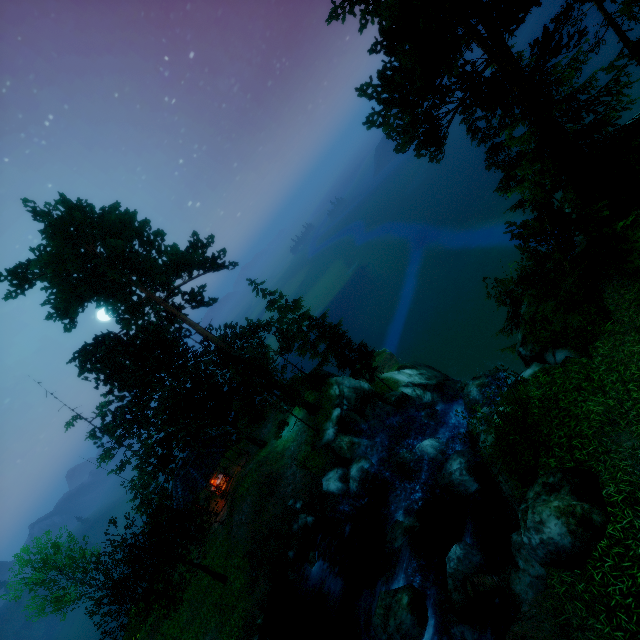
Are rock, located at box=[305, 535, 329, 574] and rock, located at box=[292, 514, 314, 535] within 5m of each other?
yes

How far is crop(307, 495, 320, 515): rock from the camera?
19.2 meters

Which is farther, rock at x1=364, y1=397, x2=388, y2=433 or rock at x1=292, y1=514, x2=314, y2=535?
rock at x1=364, y1=397, x2=388, y2=433

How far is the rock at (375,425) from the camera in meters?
23.0

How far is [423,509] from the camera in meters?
15.4

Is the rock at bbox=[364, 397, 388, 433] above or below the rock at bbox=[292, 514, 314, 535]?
below

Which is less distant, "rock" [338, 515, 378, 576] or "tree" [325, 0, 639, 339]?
"tree" [325, 0, 639, 339]

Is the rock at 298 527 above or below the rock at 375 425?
above
